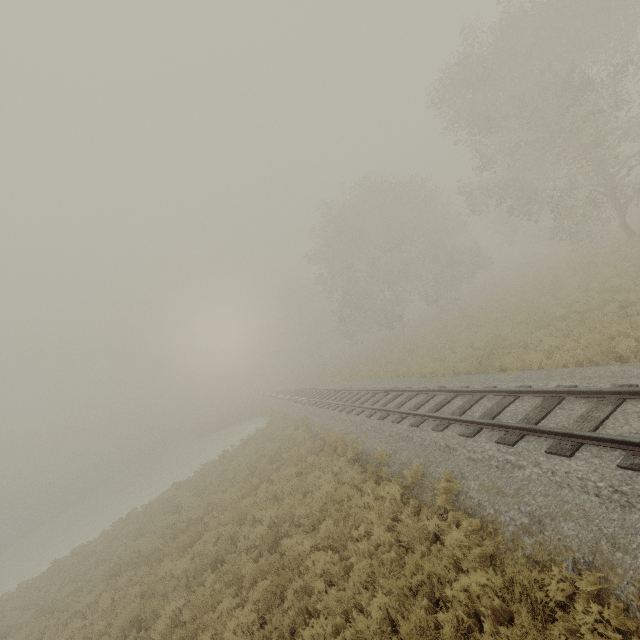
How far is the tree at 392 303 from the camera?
33.03m

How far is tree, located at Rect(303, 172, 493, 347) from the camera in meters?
33.0

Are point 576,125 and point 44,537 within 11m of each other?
no

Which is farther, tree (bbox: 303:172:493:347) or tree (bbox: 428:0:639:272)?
tree (bbox: 303:172:493:347)

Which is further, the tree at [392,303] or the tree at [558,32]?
the tree at [392,303]
